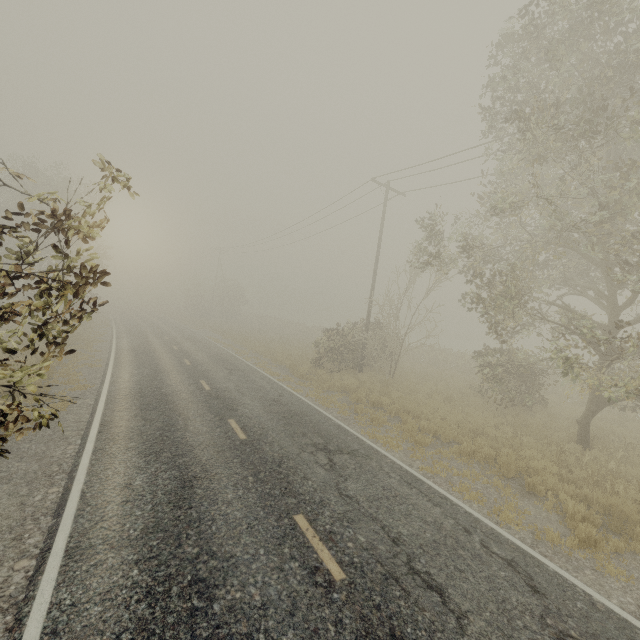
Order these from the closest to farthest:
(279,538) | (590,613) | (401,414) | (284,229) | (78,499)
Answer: (590,613) → (279,538) → (78,499) → (401,414) → (284,229)
